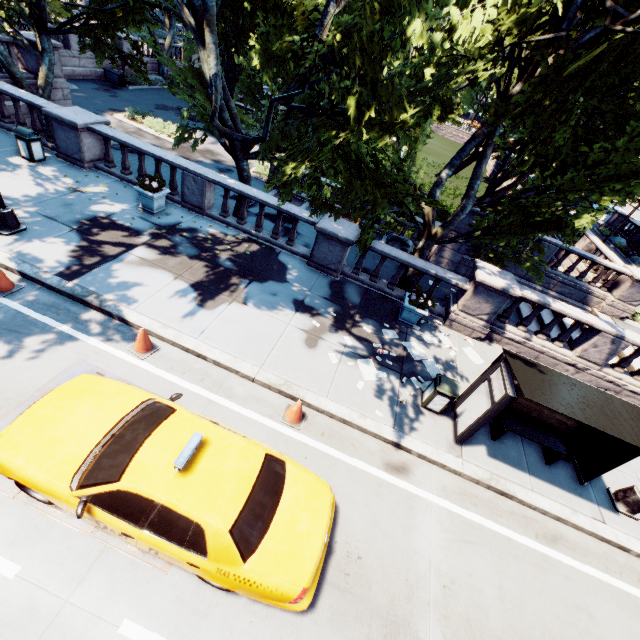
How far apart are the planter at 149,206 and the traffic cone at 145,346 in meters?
5.6

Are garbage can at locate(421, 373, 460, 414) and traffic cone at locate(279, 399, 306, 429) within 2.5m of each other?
no

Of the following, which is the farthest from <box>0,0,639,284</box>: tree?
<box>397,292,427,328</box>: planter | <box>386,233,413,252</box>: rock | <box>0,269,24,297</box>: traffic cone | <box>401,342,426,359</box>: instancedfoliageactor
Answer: <box>0,269,24,297</box>: traffic cone

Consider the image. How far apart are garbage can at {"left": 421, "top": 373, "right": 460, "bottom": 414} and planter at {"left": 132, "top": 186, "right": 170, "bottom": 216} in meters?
10.5

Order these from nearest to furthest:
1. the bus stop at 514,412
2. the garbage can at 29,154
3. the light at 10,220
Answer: the bus stop at 514,412
the light at 10,220
the garbage can at 29,154

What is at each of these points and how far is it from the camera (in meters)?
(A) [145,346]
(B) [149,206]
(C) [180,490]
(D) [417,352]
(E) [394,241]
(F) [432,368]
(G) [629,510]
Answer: (A) traffic cone, 7.21
(B) planter, 11.12
(C) vehicle, 4.28
(D) instancedfoliageactor, 9.96
(E) rock, 19.17
(F) instancedfoliageactor, 9.58
(G) light, 7.64

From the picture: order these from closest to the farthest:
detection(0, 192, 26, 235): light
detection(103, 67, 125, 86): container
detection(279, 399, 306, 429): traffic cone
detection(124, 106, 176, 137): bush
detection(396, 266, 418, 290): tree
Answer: detection(279, 399, 306, 429): traffic cone < detection(0, 192, 26, 235): light < detection(396, 266, 418, 290): tree < detection(124, 106, 176, 137): bush < detection(103, 67, 125, 86): container

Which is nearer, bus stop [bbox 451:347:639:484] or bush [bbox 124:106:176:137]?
bus stop [bbox 451:347:639:484]
